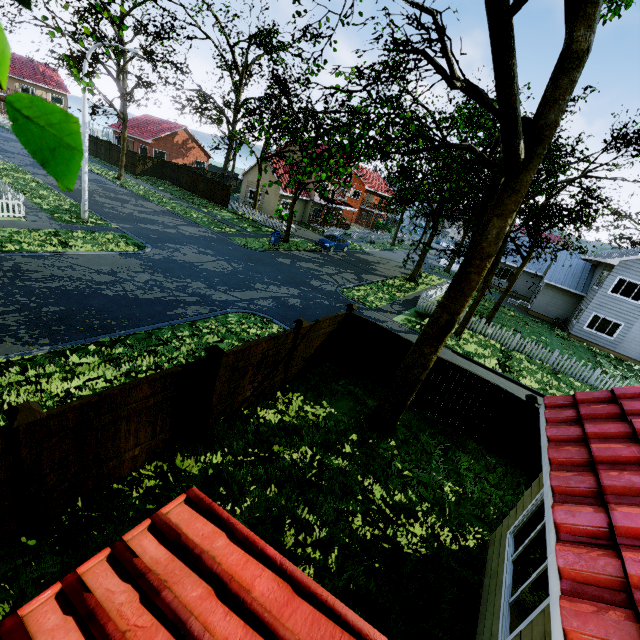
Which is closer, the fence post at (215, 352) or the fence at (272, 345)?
the fence post at (215, 352)

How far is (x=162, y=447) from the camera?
6.1m

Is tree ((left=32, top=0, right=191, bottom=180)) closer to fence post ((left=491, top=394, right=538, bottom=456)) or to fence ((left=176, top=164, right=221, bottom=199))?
fence ((left=176, top=164, right=221, bottom=199))

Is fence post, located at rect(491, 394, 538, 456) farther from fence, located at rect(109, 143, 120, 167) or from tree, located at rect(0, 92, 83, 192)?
tree, located at rect(0, 92, 83, 192)

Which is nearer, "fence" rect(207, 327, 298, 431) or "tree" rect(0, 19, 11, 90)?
"tree" rect(0, 19, 11, 90)

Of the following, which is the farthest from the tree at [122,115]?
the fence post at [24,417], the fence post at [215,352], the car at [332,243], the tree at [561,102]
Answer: the fence post at [24,417]

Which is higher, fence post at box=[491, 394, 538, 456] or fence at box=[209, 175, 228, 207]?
fence post at box=[491, 394, 538, 456]

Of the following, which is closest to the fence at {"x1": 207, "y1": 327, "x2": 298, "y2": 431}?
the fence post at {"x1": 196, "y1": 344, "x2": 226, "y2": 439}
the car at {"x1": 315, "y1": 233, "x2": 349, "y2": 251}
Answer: the fence post at {"x1": 196, "y1": 344, "x2": 226, "y2": 439}
